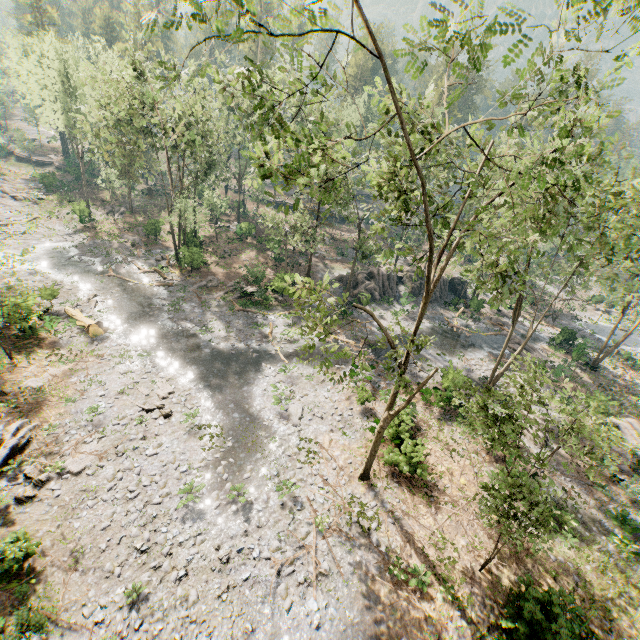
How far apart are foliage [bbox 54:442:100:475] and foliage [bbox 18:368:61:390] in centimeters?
553cm

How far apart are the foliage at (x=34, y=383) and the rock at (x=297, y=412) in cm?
1385

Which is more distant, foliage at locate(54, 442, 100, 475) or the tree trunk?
the tree trunk

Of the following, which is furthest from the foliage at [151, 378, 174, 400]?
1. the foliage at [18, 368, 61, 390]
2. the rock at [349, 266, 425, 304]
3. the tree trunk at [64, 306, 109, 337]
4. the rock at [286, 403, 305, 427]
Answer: the rock at [286, 403, 305, 427]

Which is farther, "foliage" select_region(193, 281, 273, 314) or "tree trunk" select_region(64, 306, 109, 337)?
"foliage" select_region(193, 281, 273, 314)

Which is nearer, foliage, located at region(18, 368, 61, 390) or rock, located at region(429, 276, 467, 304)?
foliage, located at region(18, 368, 61, 390)

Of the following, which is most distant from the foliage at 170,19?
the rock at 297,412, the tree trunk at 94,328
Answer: the rock at 297,412

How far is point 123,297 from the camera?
28.8 meters
